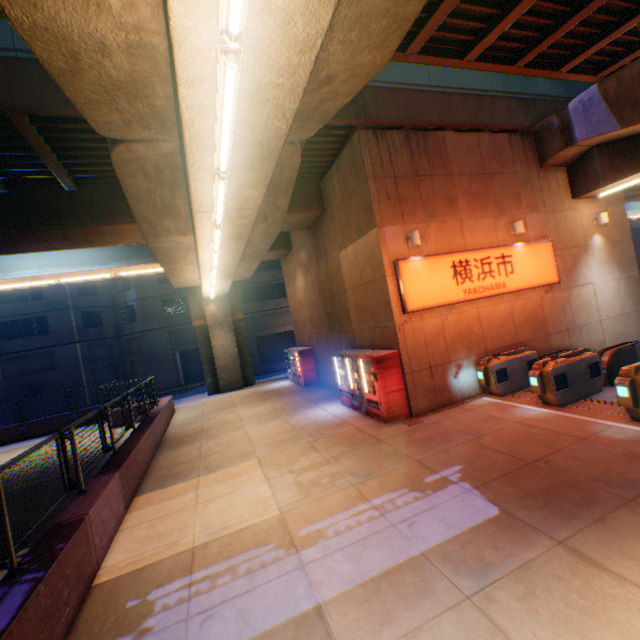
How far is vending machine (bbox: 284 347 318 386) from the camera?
17.59m

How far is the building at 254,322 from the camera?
32.7m

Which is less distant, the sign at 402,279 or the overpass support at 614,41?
the overpass support at 614,41

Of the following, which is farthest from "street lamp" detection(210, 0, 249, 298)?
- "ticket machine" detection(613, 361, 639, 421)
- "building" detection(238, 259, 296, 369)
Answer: "building" detection(238, 259, 296, 369)

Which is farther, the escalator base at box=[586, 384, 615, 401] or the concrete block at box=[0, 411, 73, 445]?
the concrete block at box=[0, 411, 73, 445]

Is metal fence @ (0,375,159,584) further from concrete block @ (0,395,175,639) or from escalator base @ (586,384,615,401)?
escalator base @ (586,384,615,401)

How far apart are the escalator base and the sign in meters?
3.0 m

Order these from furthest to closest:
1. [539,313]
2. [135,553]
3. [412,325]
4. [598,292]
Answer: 1. [598,292]
2. [539,313]
3. [412,325]
4. [135,553]
